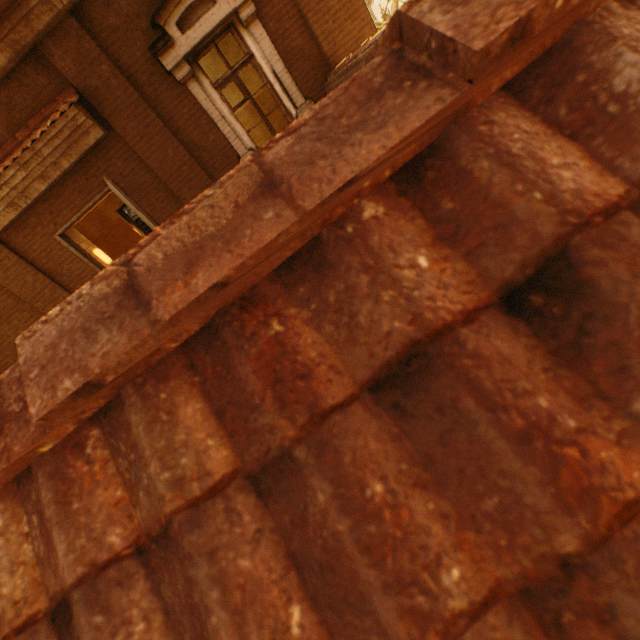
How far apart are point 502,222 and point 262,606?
0.7m
